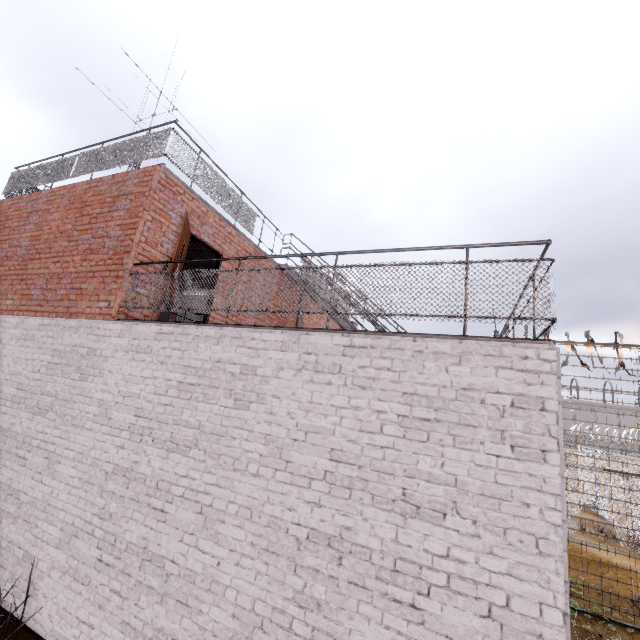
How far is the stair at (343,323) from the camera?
8.46m

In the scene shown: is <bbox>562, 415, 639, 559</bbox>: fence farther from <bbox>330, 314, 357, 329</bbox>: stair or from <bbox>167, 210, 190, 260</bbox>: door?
<bbox>167, 210, 190, 260</bbox>: door

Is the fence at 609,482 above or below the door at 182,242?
below

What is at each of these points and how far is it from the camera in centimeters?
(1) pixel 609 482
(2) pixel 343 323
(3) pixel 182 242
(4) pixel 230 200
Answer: (1) fence, 1038cm
(2) stair, 857cm
(3) door, 598cm
(4) metal railing, 784cm

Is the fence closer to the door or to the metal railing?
the metal railing

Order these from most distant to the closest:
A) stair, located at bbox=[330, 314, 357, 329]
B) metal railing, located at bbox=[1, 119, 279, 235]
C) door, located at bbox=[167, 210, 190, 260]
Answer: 1. stair, located at bbox=[330, 314, 357, 329]
2. metal railing, located at bbox=[1, 119, 279, 235]
3. door, located at bbox=[167, 210, 190, 260]

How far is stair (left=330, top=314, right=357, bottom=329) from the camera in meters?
8.5

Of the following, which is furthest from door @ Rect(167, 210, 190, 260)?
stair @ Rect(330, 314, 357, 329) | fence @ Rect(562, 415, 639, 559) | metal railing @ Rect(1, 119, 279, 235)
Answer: fence @ Rect(562, 415, 639, 559)
